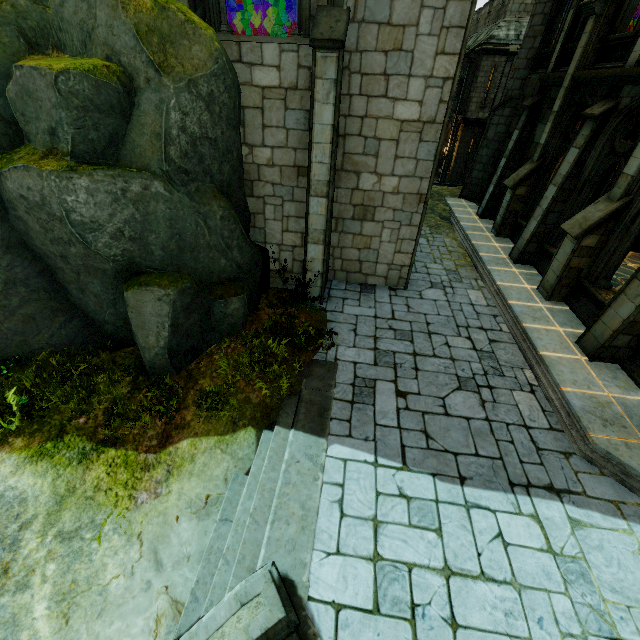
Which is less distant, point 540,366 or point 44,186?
point 44,186

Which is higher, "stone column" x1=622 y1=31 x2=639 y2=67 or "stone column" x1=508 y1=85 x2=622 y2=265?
"stone column" x1=622 y1=31 x2=639 y2=67

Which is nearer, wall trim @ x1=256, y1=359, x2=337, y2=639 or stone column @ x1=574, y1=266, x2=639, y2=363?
wall trim @ x1=256, y1=359, x2=337, y2=639

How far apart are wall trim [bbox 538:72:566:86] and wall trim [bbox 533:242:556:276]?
5.4m

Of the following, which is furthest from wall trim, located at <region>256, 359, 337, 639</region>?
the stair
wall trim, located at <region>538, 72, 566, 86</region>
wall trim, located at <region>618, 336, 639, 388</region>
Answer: wall trim, located at <region>538, 72, 566, 86</region>

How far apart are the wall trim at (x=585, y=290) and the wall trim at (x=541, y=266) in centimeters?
54cm

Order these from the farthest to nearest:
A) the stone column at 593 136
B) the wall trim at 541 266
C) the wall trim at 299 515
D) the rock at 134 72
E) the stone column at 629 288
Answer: the wall trim at 541 266, the stone column at 593 136, the stone column at 629 288, the rock at 134 72, the wall trim at 299 515

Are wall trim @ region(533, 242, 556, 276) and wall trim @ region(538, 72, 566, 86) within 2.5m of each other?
no
